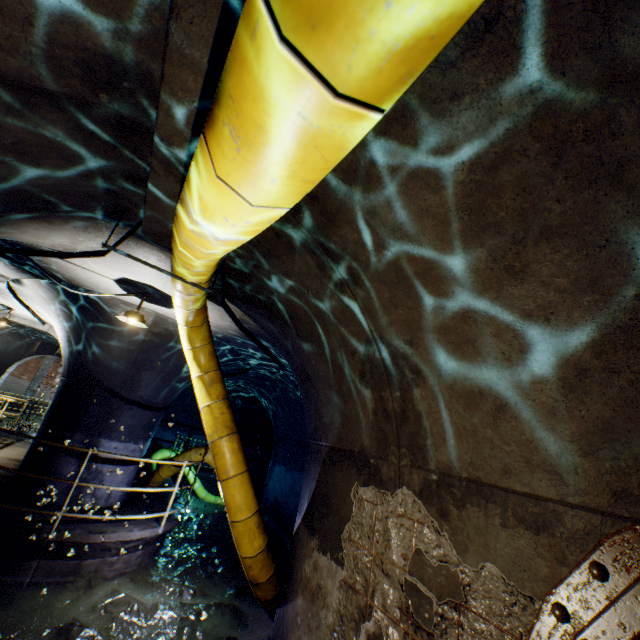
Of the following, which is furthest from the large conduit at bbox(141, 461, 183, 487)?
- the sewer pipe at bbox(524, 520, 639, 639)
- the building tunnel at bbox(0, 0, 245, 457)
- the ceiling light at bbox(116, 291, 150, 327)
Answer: the sewer pipe at bbox(524, 520, 639, 639)

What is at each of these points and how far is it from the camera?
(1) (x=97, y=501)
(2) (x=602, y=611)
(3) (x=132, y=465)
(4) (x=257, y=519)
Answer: (1) building tunnel, 6.55m
(2) sewer pipe, 1.28m
(3) building tunnel, 7.27m
(4) large conduit, 4.16m

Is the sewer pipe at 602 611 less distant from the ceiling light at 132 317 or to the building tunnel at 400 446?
the building tunnel at 400 446

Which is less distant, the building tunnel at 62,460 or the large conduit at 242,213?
the large conduit at 242,213

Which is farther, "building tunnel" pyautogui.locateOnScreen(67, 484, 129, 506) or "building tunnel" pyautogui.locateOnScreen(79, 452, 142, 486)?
"building tunnel" pyautogui.locateOnScreen(79, 452, 142, 486)

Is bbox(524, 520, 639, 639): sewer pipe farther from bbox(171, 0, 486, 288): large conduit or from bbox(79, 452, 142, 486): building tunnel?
bbox(171, 0, 486, 288): large conduit

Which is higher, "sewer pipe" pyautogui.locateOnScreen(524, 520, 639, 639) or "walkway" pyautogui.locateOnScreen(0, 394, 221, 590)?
"sewer pipe" pyautogui.locateOnScreen(524, 520, 639, 639)
